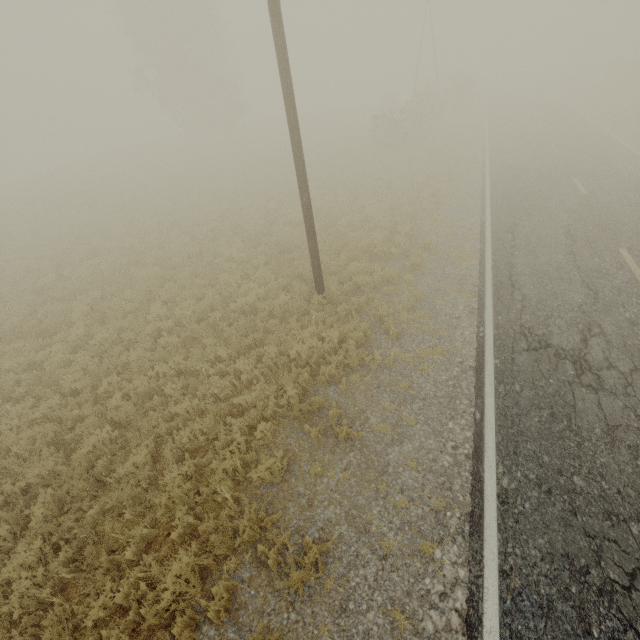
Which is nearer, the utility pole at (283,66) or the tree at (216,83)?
the utility pole at (283,66)

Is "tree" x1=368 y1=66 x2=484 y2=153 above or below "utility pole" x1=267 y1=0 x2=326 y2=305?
below

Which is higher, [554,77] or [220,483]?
[554,77]

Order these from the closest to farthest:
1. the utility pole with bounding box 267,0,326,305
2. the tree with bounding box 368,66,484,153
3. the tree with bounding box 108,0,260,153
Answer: the utility pole with bounding box 267,0,326,305, the tree with bounding box 368,66,484,153, the tree with bounding box 108,0,260,153

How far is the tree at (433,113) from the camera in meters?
24.8 m

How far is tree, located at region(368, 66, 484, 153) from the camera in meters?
24.8 m

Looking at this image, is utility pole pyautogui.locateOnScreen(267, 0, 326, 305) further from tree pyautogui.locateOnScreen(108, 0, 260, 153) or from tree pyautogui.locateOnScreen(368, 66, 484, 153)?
tree pyautogui.locateOnScreen(108, 0, 260, 153)
